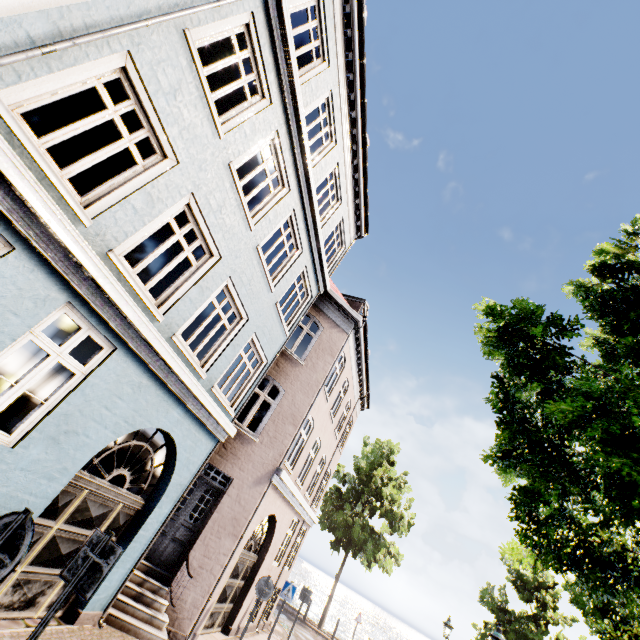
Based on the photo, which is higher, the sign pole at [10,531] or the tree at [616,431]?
the tree at [616,431]

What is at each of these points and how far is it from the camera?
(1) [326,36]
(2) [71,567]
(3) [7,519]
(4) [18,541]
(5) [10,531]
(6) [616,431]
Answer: (1) building, 8.3m
(2) sign, 3.5m
(3) sign, 2.8m
(4) sign, 2.7m
(5) sign pole, 2.7m
(6) tree, 3.8m

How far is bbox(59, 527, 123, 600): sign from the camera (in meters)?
3.38

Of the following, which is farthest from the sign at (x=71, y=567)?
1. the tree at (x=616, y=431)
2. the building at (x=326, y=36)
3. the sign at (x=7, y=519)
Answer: the tree at (x=616, y=431)

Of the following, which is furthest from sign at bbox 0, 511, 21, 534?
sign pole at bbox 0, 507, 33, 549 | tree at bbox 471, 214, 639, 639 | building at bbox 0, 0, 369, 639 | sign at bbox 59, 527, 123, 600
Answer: tree at bbox 471, 214, 639, 639

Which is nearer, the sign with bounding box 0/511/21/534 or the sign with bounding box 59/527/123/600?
the sign with bounding box 0/511/21/534

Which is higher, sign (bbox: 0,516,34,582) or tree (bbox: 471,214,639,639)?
tree (bbox: 471,214,639,639)

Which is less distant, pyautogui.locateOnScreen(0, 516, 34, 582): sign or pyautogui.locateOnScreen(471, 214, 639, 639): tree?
pyautogui.locateOnScreen(0, 516, 34, 582): sign
